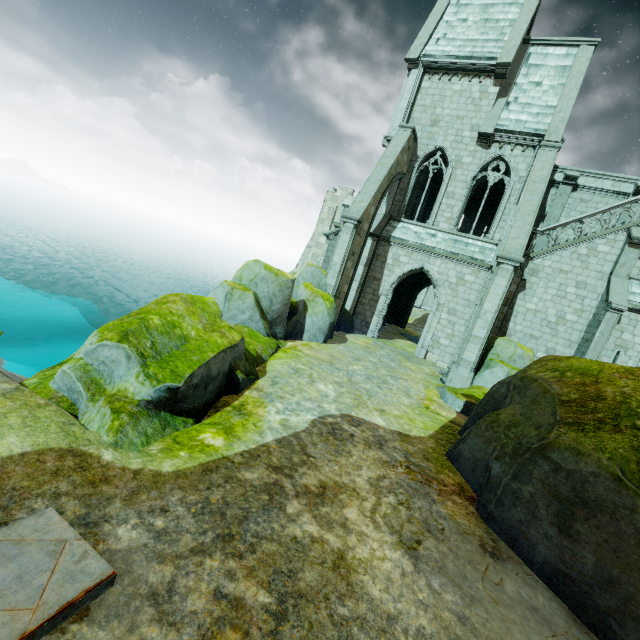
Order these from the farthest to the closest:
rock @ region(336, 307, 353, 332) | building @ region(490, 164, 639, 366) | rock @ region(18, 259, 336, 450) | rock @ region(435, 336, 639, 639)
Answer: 1. rock @ region(336, 307, 353, 332)
2. building @ region(490, 164, 639, 366)
3. rock @ region(18, 259, 336, 450)
4. rock @ region(435, 336, 639, 639)

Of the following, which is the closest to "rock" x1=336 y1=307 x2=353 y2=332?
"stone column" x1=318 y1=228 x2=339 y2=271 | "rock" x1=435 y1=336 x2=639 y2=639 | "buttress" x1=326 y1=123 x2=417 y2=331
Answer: "buttress" x1=326 y1=123 x2=417 y2=331

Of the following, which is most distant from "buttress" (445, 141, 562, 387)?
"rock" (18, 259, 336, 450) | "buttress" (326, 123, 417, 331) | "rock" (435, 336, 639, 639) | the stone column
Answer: the stone column

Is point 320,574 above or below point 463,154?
below

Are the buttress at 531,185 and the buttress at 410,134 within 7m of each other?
yes

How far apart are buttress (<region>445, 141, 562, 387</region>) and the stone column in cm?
969

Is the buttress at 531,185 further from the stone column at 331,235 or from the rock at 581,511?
the stone column at 331,235

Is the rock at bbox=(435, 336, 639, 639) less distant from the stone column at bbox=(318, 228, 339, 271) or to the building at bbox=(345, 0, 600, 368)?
the building at bbox=(345, 0, 600, 368)
